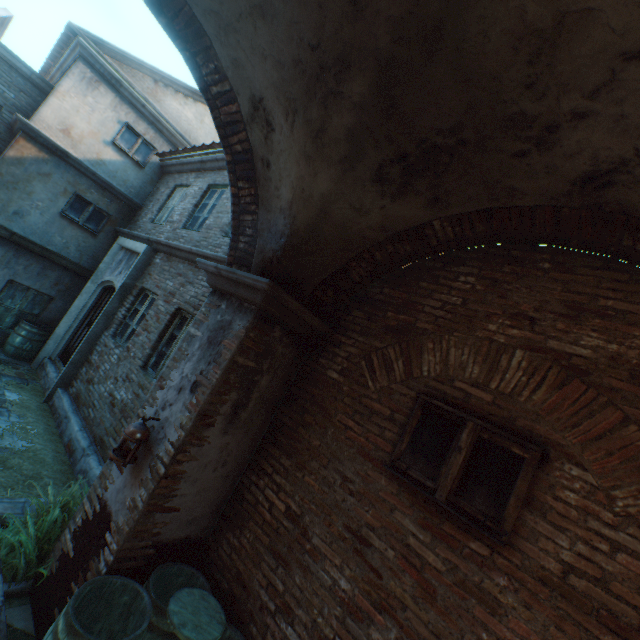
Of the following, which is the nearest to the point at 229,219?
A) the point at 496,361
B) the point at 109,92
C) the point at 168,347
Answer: the point at 168,347

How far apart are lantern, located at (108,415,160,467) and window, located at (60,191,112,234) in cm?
844

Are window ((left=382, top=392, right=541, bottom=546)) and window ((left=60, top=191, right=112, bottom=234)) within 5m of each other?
no

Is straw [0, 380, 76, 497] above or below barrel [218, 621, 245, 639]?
below

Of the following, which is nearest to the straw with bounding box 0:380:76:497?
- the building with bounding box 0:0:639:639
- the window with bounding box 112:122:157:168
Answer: the building with bounding box 0:0:639:639

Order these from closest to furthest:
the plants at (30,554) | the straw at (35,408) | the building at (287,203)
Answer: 1. the building at (287,203)
2. the plants at (30,554)
3. the straw at (35,408)

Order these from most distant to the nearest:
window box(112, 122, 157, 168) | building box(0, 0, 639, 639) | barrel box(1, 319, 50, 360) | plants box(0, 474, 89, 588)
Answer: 1. window box(112, 122, 157, 168)
2. barrel box(1, 319, 50, 360)
3. plants box(0, 474, 89, 588)
4. building box(0, 0, 639, 639)

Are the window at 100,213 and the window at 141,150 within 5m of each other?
yes
